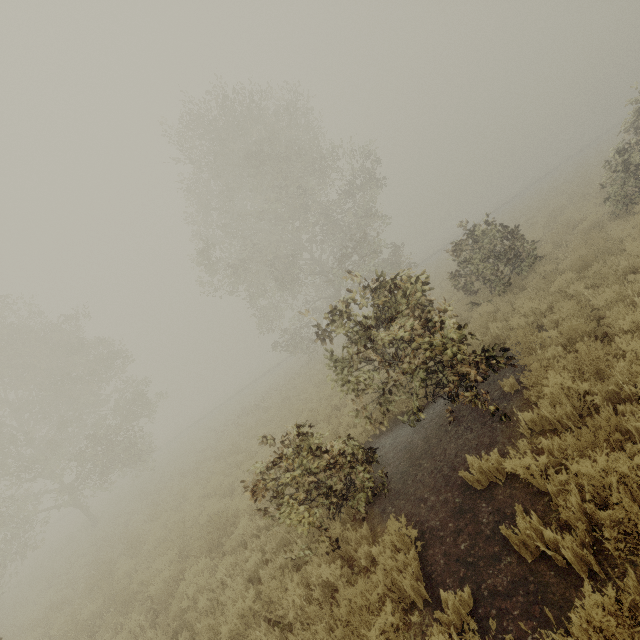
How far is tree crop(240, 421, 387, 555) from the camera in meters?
5.0 m

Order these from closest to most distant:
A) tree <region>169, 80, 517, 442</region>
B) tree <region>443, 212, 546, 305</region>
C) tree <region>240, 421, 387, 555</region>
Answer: tree <region>240, 421, 387, 555</region> → tree <region>169, 80, 517, 442</region> → tree <region>443, 212, 546, 305</region>

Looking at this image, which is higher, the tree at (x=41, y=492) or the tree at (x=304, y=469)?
the tree at (x=41, y=492)

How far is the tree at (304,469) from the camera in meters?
5.0

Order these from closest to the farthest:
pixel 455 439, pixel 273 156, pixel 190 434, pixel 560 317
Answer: pixel 455 439 < pixel 560 317 < pixel 273 156 < pixel 190 434

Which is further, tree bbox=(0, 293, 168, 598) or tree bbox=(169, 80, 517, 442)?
tree bbox=(0, 293, 168, 598)
